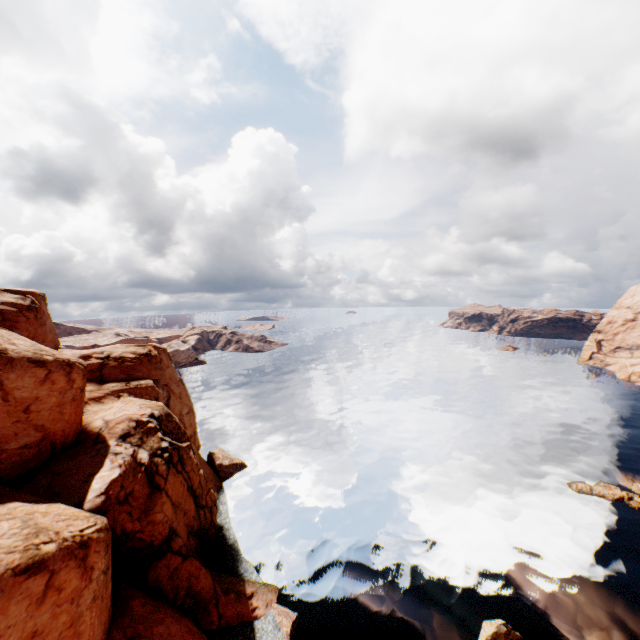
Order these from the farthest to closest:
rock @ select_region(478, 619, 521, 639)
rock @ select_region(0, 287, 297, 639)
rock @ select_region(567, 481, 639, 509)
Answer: rock @ select_region(567, 481, 639, 509) → rock @ select_region(478, 619, 521, 639) → rock @ select_region(0, 287, 297, 639)

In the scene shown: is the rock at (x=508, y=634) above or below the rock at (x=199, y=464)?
below

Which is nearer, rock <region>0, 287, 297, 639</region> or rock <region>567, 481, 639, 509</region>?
rock <region>0, 287, 297, 639</region>

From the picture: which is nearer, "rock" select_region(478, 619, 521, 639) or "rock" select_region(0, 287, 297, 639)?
"rock" select_region(0, 287, 297, 639)

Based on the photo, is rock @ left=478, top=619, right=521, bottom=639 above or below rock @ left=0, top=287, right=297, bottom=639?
below

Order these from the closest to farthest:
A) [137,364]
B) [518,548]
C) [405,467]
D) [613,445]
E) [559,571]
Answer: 1. [559,571]
2. [518,548]
3. [137,364]
4. [405,467]
5. [613,445]

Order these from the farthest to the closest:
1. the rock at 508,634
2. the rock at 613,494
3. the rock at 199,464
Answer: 1. the rock at 613,494
2. the rock at 508,634
3. the rock at 199,464
